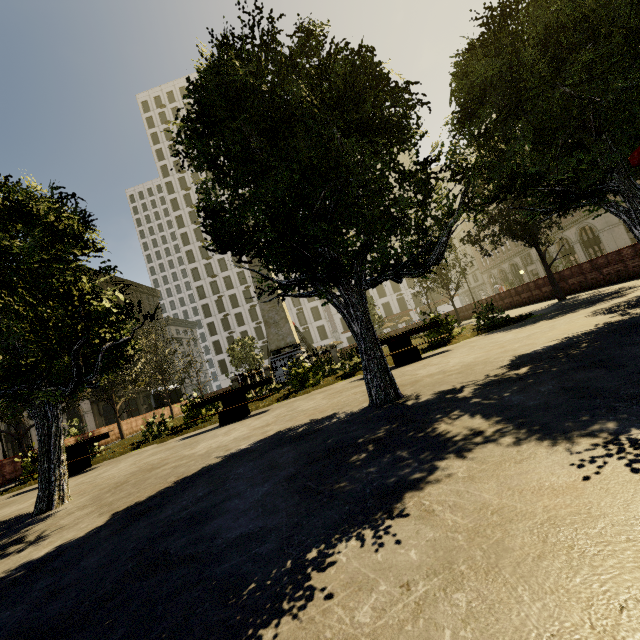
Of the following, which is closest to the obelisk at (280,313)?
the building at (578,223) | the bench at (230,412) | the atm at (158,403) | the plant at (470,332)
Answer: the plant at (470,332)

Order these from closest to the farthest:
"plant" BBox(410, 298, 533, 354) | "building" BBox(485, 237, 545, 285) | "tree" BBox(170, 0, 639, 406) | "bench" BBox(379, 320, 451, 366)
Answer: "tree" BBox(170, 0, 639, 406) → "bench" BBox(379, 320, 451, 366) → "plant" BBox(410, 298, 533, 354) → "building" BBox(485, 237, 545, 285)

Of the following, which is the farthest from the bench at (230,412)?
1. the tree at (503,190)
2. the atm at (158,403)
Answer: the atm at (158,403)

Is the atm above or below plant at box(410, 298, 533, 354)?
above

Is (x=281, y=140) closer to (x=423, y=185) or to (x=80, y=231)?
(x=423, y=185)

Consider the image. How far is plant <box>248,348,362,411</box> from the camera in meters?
10.7

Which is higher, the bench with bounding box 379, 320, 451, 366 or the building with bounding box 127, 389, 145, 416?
the building with bounding box 127, 389, 145, 416

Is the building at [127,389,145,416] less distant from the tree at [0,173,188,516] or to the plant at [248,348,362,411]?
the tree at [0,173,188,516]
